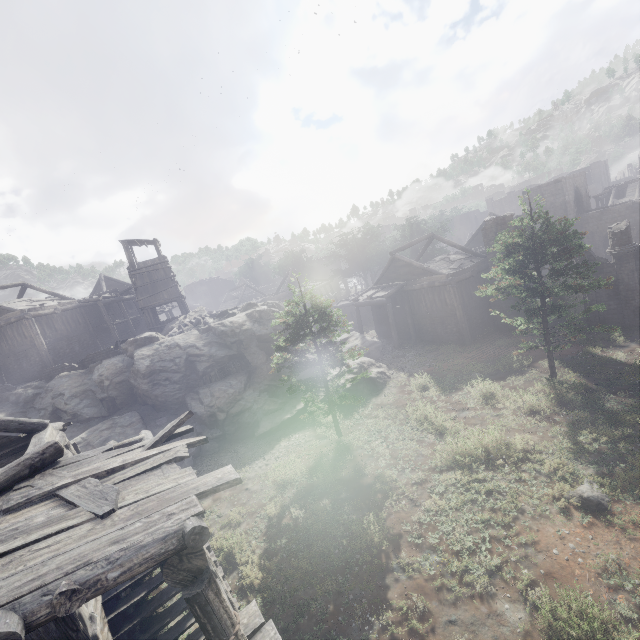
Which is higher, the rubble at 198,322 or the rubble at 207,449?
the rubble at 198,322

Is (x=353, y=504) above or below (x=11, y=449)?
below

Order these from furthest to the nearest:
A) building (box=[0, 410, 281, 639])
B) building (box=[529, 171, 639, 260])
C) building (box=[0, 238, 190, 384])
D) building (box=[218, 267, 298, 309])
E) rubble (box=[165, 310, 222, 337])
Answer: building (box=[218, 267, 298, 309]) → building (box=[529, 171, 639, 260]) → building (box=[0, 238, 190, 384]) → rubble (box=[165, 310, 222, 337]) → building (box=[0, 410, 281, 639])

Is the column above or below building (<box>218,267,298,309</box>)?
below

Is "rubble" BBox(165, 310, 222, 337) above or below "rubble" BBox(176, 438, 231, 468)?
above

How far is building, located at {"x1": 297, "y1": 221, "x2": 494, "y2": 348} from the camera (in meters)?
24.03

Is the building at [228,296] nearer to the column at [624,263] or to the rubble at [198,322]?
the column at [624,263]

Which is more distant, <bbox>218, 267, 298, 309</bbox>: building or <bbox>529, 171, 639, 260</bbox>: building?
<bbox>218, 267, 298, 309</bbox>: building
